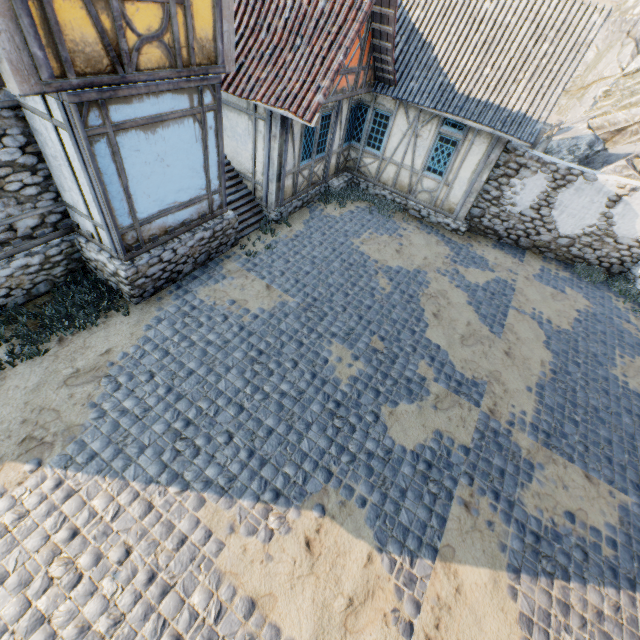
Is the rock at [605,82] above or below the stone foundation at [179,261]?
above

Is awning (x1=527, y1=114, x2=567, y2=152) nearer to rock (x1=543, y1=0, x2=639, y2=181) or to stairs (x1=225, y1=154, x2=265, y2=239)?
rock (x1=543, y1=0, x2=639, y2=181)

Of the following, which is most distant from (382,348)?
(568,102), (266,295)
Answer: (568,102)

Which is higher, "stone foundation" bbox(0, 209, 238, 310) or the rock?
the rock

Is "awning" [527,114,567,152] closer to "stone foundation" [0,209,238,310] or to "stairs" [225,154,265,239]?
"stairs" [225,154,265,239]

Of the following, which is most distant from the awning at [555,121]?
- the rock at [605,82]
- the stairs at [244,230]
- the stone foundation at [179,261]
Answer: the stone foundation at [179,261]

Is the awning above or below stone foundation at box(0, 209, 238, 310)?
above

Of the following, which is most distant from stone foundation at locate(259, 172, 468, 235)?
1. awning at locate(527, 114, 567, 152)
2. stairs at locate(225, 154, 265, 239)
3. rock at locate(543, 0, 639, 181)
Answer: stairs at locate(225, 154, 265, 239)
